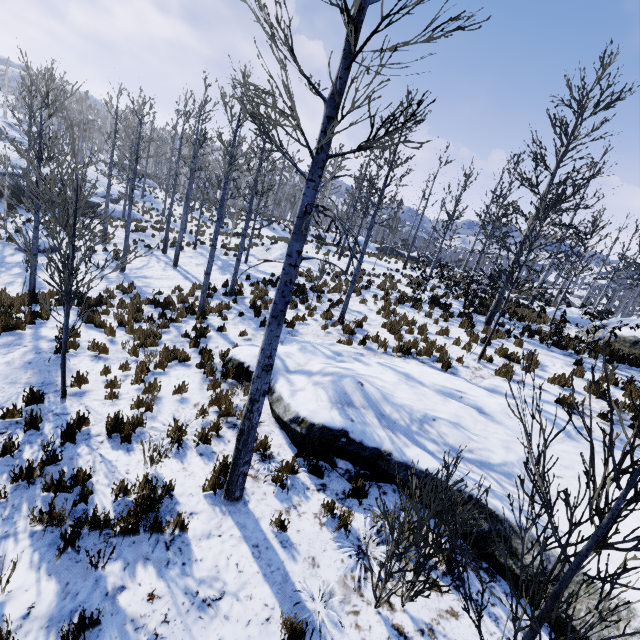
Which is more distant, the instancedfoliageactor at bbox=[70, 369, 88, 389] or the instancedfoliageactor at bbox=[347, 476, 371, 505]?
the instancedfoliageactor at bbox=[70, 369, 88, 389]

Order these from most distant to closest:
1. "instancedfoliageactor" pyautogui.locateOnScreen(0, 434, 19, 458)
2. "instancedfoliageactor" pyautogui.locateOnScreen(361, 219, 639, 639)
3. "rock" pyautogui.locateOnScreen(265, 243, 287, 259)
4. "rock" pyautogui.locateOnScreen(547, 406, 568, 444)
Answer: "rock" pyautogui.locateOnScreen(265, 243, 287, 259), "rock" pyautogui.locateOnScreen(547, 406, 568, 444), "instancedfoliageactor" pyautogui.locateOnScreen(0, 434, 19, 458), "instancedfoliageactor" pyautogui.locateOnScreen(361, 219, 639, 639)

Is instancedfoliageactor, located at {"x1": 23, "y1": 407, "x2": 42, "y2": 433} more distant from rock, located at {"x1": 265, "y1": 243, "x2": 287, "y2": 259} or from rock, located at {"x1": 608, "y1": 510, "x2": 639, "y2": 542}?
rock, located at {"x1": 265, "y1": 243, "x2": 287, "y2": 259}

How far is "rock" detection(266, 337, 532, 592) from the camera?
4.7m

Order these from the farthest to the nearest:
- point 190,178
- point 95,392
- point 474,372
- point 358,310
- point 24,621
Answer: point 190,178 → point 358,310 → point 474,372 → point 95,392 → point 24,621

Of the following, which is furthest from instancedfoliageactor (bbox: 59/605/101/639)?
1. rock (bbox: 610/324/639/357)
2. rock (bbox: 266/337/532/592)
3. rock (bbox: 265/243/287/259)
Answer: rock (bbox: 610/324/639/357)

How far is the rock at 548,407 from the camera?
6.5m
